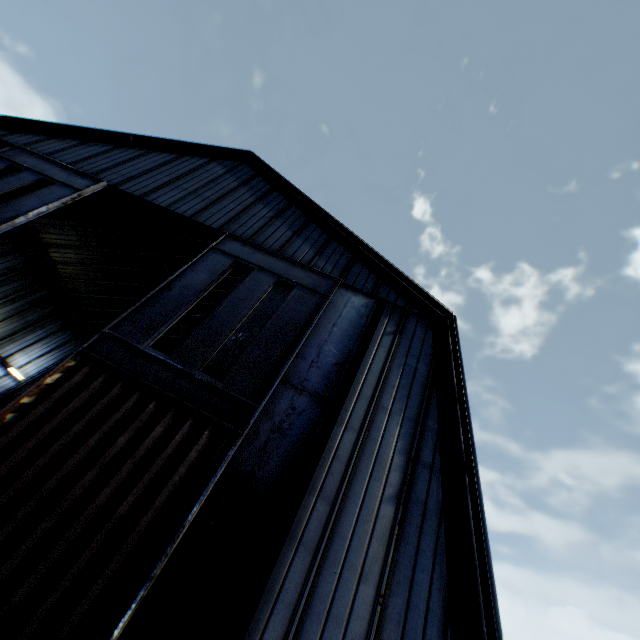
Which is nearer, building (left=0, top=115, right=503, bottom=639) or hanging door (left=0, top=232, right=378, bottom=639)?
hanging door (left=0, top=232, right=378, bottom=639)

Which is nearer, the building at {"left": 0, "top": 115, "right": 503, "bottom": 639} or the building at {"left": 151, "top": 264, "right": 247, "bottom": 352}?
the building at {"left": 0, "top": 115, "right": 503, "bottom": 639}

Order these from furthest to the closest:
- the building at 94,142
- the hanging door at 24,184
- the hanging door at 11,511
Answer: the hanging door at 24,184, the building at 94,142, the hanging door at 11,511

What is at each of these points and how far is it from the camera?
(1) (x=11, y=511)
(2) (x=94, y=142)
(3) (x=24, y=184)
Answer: (1) hanging door, 5.7 meters
(2) building, 15.1 meters
(3) hanging door, 11.9 meters

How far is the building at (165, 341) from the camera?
22.53m

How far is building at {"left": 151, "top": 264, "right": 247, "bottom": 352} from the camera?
22.5m

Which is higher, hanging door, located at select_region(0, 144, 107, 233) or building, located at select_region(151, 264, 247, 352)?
building, located at select_region(151, 264, 247, 352)
